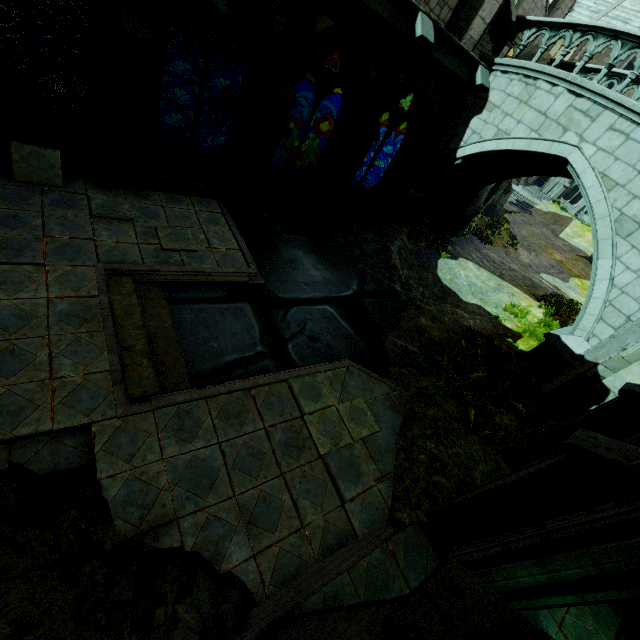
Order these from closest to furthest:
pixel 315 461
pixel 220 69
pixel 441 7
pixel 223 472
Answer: pixel 223 472 → pixel 315 461 → pixel 441 7 → pixel 220 69

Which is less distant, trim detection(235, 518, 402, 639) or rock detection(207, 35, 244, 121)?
trim detection(235, 518, 402, 639)

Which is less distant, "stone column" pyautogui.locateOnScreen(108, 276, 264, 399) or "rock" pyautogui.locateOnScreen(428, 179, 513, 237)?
"stone column" pyautogui.locateOnScreen(108, 276, 264, 399)

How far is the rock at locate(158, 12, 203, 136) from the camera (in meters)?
15.64

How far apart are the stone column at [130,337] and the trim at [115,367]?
0.0m

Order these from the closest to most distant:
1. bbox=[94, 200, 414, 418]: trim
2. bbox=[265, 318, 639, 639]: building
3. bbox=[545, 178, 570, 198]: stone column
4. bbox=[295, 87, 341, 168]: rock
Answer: bbox=[265, 318, 639, 639]: building → bbox=[94, 200, 414, 418]: trim → bbox=[295, 87, 341, 168]: rock → bbox=[545, 178, 570, 198]: stone column

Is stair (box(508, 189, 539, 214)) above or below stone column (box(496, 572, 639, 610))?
below

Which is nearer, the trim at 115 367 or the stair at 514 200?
the trim at 115 367
